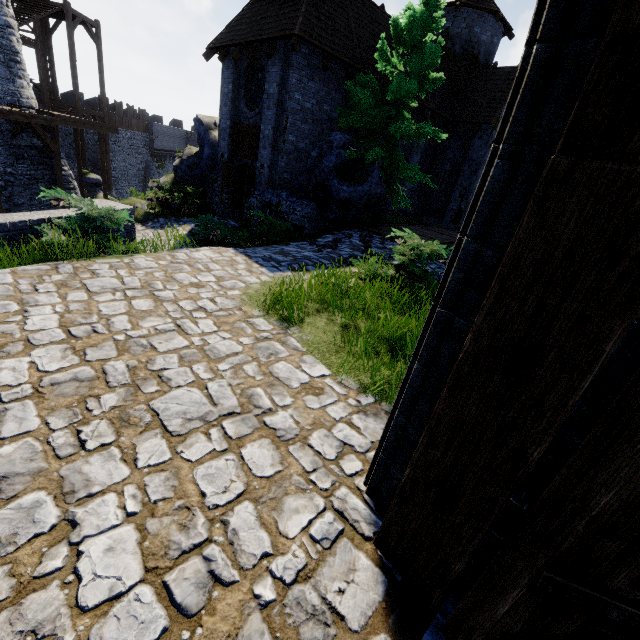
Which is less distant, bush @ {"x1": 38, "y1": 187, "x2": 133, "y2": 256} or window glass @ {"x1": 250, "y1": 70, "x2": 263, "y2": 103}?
bush @ {"x1": 38, "y1": 187, "x2": 133, "y2": 256}

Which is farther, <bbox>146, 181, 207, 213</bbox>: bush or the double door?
<bbox>146, 181, 207, 213</bbox>: bush

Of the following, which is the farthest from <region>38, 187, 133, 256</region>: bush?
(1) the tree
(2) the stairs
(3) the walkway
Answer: (2) the stairs

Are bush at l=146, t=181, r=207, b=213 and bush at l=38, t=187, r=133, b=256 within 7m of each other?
no

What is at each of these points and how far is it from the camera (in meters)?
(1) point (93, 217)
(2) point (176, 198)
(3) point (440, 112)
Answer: (1) bush, 5.93
(2) bush, 15.03
(3) building, 18.22

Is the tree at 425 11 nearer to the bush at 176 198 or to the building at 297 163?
the building at 297 163

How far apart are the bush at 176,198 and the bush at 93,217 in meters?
8.9 m

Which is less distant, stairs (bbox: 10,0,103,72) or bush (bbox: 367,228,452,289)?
bush (bbox: 367,228,452,289)
